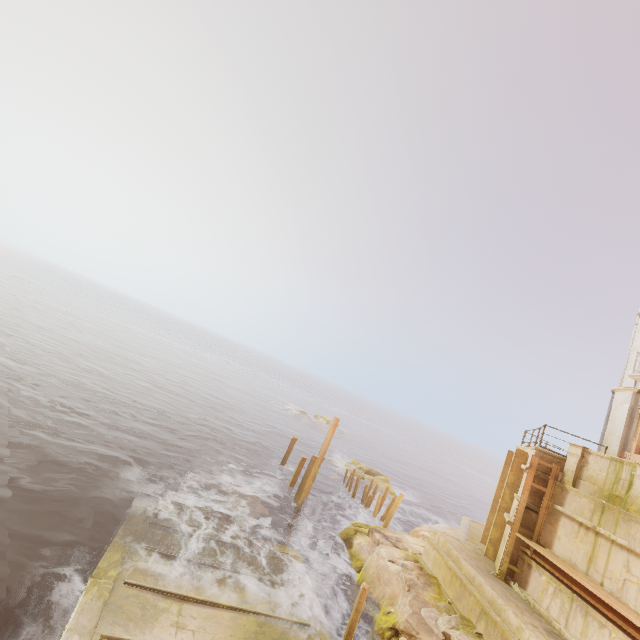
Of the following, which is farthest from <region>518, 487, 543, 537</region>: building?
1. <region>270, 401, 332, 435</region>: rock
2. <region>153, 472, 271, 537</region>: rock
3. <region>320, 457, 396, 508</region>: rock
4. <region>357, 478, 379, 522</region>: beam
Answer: <region>270, 401, 332, 435</region>: rock

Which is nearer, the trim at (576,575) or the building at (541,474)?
the trim at (576,575)

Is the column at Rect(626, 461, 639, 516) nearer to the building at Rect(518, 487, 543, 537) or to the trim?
the building at Rect(518, 487, 543, 537)

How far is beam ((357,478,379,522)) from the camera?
21.8 meters

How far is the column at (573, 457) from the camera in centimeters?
1173cm

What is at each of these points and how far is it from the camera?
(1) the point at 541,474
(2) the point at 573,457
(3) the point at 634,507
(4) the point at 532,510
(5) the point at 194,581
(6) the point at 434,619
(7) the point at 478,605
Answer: (1) building, 12.6 meters
(2) column, 12.0 meters
(3) column, 9.7 meters
(4) building, 12.4 meters
(5) walkway, 9.8 meters
(6) rubble, 10.5 meters
(7) building, 10.8 meters

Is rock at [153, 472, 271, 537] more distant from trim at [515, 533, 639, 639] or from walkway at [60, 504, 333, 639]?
trim at [515, 533, 639, 639]

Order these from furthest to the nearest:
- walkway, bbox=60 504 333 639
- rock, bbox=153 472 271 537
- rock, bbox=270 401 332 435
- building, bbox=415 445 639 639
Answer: rock, bbox=270 401 332 435
rock, bbox=153 472 271 537
building, bbox=415 445 639 639
walkway, bbox=60 504 333 639
